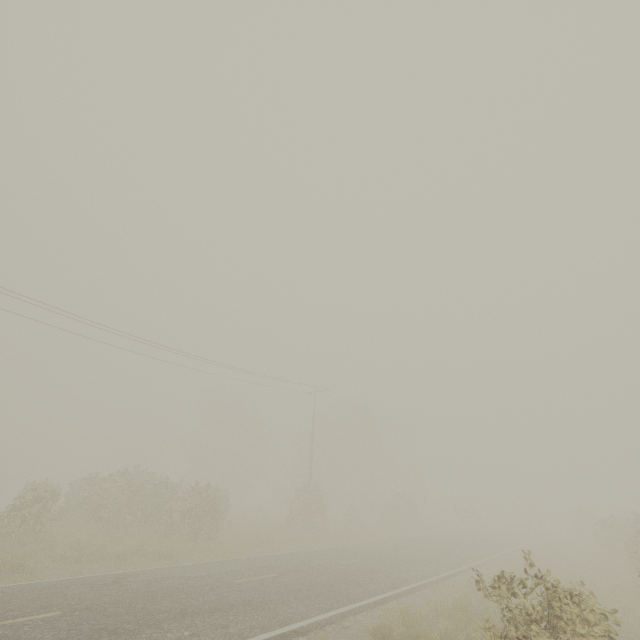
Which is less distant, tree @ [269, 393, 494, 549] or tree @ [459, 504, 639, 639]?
tree @ [459, 504, 639, 639]

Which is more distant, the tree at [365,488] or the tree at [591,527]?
the tree at [365,488]

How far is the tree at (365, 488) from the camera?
26.7 meters

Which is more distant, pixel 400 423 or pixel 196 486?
pixel 400 423

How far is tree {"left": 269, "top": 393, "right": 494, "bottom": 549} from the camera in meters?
26.7
